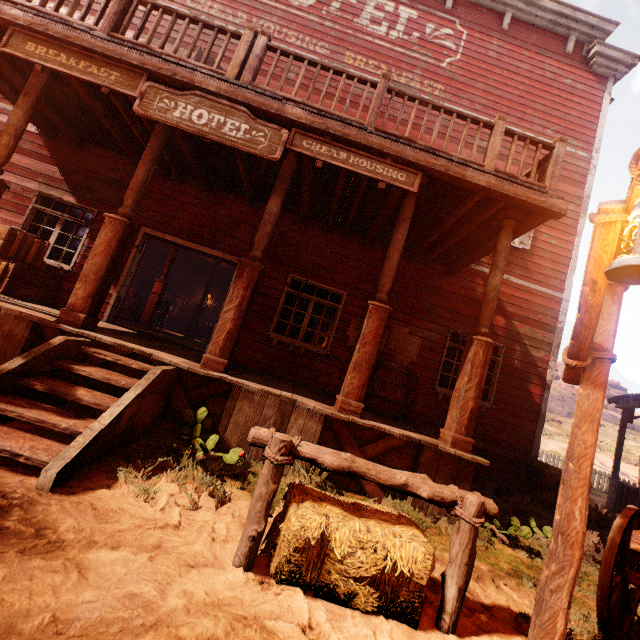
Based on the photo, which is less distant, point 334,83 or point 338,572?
point 338,572

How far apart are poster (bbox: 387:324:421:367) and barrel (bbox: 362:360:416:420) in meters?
0.2

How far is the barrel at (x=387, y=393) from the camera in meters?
6.0 m

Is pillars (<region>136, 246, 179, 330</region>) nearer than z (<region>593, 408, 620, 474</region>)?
Yes

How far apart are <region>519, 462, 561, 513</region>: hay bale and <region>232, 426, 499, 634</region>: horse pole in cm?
627

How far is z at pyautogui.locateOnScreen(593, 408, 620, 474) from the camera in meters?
22.6 m

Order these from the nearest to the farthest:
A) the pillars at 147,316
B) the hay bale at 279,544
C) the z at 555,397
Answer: the hay bale at 279,544, the pillars at 147,316, the z at 555,397

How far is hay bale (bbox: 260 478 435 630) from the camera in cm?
217
